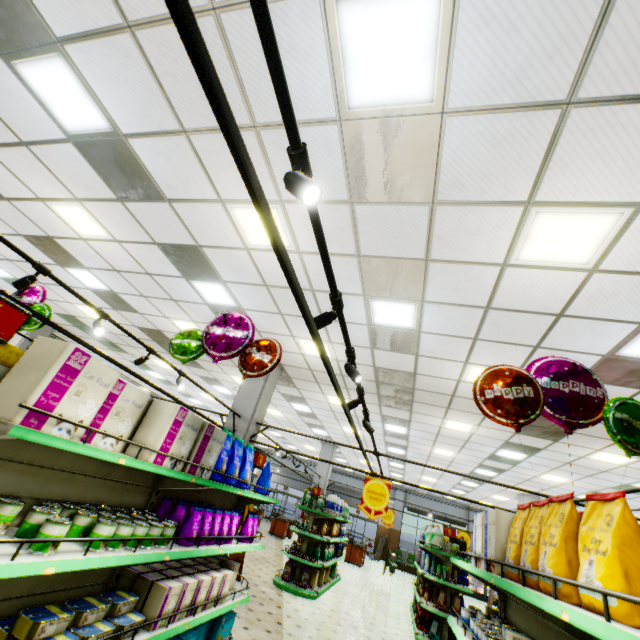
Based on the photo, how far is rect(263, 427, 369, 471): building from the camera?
16.89m

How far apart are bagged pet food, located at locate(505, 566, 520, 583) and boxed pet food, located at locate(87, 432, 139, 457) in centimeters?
260cm

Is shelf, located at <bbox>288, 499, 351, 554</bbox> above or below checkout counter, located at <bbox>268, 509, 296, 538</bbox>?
above

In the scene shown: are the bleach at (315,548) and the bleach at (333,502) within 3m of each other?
yes

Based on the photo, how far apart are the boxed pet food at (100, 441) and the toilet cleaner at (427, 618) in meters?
8.5

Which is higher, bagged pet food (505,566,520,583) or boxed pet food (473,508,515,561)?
boxed pet food (473,508,515,561)

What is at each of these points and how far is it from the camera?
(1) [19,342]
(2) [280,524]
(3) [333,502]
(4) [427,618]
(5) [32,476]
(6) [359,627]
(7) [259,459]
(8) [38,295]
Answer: (1) building, 11.1 meters
(2) checkout counter, 18.4 meters
(3) bleach, 9.7 meters
(4) toilet cleaner, 7.9 meters
(5) shelf, 2.2 meters
(6) building, 7.2 meters
(7) sign, 5.3 meters
(8) foil balloon, 5.4 meters

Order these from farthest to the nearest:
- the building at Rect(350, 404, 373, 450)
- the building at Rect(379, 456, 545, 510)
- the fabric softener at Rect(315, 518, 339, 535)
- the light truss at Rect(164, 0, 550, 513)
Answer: the building at Rect(379, 456, 545, 510) → the building at Rect(350, 404, 373, 450) → the fabric softener at Rect(315, 518, 339, 535) → the light truss at Rect(164, 0, 550, 513)
